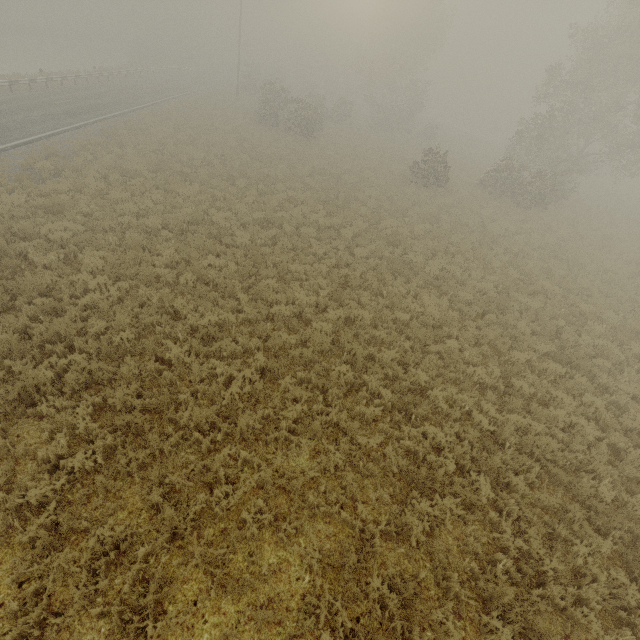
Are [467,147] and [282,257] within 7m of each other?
no
